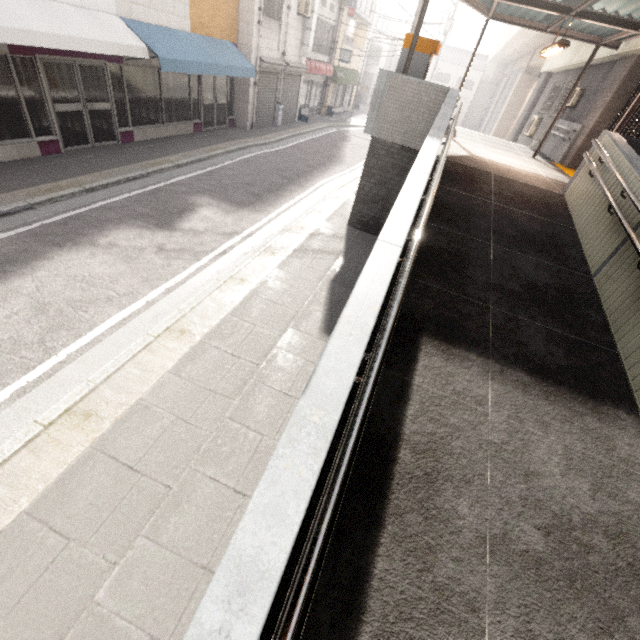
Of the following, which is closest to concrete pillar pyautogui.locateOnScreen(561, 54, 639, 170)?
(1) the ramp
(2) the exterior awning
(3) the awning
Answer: (2) the exterior awning

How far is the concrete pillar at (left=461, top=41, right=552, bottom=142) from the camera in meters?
18.6 m

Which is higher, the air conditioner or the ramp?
the air conditioner

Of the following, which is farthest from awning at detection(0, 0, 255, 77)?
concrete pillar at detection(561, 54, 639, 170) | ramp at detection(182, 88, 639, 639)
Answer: concrete pillar at detection(561, 54, 639, 170)

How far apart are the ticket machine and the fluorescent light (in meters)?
2.43

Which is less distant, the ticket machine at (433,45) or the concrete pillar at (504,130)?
the ticket machine at (433,45)

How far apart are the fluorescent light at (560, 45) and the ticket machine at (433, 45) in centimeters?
243cm

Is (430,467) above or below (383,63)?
below
